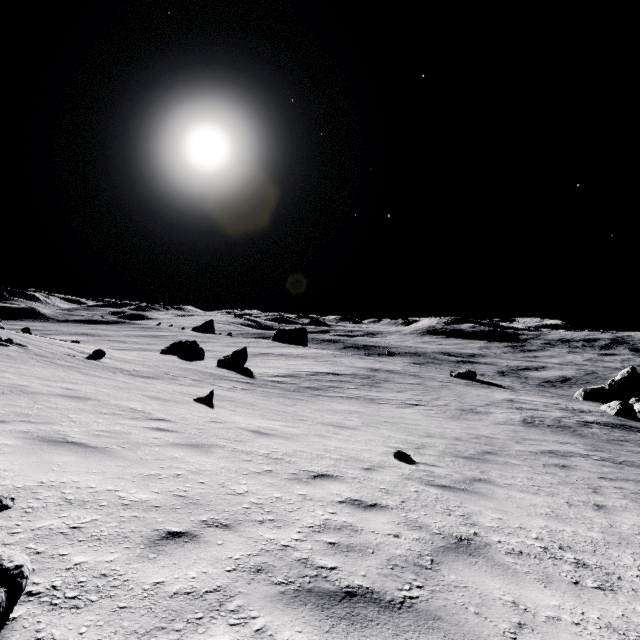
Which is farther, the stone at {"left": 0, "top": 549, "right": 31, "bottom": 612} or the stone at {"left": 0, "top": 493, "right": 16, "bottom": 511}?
→ the stone at {"left": 0, "top": 493, "right": 16, "bottom": 511}

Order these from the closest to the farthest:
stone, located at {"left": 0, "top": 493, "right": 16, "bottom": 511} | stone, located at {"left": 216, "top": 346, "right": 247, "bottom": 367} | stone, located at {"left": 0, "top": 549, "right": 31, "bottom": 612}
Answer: stone, located at {"left": 0, "top": 549, "right": 31, "bottom": 612}, stone, located at {"left": 0, "top": 493, "right": 16, "bottom": 511}, stone, located at {"left": 216, "top": 346, "right": 247, "bottom": 367}

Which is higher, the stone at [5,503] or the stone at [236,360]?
the stone at [5,503]

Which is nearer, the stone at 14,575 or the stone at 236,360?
the stone at 14,575

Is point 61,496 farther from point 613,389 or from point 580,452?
point 613,389

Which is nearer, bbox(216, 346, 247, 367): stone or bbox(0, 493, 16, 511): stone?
bbox(0, 493, 16, 511): stone

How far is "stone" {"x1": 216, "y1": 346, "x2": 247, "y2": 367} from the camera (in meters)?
29.62
